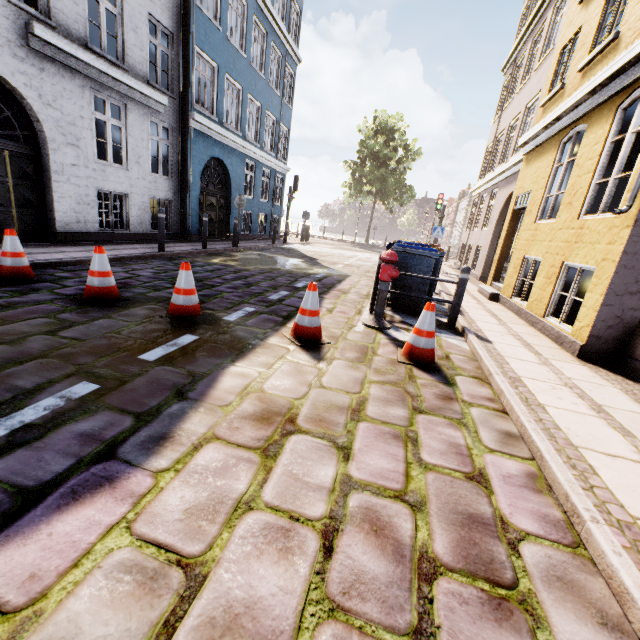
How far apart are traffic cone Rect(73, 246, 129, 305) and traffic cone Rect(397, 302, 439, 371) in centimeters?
392cm

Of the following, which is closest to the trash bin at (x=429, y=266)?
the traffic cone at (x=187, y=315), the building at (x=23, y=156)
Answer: the building at (x=23, y=156)

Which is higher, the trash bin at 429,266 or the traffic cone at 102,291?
the trash bin at 429,266

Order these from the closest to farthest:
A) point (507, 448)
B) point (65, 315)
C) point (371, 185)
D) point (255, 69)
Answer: point (507, 448)
point (65, 315)
point (255, 69)
point (371, 185)

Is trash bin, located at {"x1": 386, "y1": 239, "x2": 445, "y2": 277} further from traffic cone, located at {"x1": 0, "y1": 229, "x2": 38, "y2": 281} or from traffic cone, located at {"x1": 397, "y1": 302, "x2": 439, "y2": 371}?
traffic cone, located at {"x1": 0, "y1": 229, "x2": 38, "y2": 281}

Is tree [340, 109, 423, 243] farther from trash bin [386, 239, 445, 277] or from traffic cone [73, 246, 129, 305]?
traffic cone [73, 246, 129, 305]

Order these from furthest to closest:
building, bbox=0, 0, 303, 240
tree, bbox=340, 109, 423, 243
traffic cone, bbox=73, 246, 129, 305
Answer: tree, bbox=340, 109, 423, 243 → building, bbox=0, 0, 303, 240 → traffic cone, bbox=73, 246, 129, 305

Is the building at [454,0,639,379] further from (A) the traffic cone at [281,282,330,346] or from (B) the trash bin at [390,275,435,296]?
(A) the traffic cone at [281,282,330,346]
